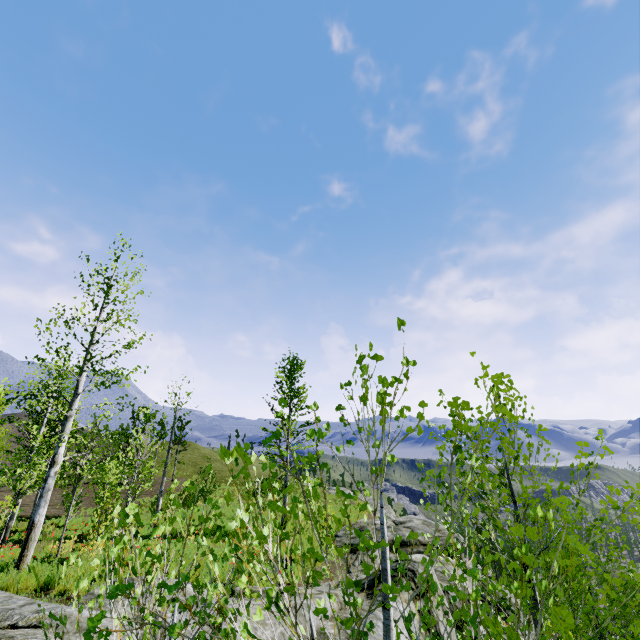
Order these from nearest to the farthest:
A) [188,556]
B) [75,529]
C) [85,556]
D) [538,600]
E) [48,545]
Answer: [538,600] → [85,556] → [188,556] → [48,545] → [75,529]

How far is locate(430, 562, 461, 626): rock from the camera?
10.0m

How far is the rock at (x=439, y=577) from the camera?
10.0m

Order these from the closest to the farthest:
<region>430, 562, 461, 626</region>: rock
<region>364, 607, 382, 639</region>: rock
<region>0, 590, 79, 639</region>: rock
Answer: <region>0, 590, 79, 639</region>: rock
<region>364, 607, 382, 639</region>: rock
<region>430, 562, 461, 626</region>: rock

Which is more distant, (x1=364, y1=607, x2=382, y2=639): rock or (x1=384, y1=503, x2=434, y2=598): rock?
(x1=384, y1=503, x2=434, y2=598): rock
